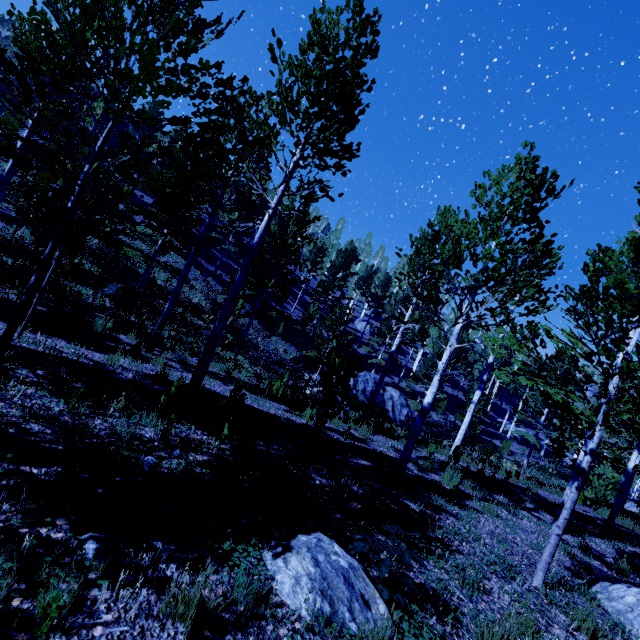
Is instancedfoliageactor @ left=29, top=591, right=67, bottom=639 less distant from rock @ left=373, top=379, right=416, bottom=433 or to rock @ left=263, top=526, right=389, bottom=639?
rock @ left=373, top=379, right=416, bottom=433

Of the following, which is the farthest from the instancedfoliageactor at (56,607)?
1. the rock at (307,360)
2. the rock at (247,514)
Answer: the rock at (247,514)

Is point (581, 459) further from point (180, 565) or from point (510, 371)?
point (180, 565)

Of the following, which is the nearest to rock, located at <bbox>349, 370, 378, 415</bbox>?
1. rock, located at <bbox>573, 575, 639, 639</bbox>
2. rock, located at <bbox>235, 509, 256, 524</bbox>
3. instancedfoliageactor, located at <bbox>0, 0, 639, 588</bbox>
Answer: instancedfoliageactor, located at <bbox>0, 0, 639, 588</bbox>

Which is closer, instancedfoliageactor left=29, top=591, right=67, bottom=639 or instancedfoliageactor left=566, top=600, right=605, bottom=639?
instancedfoliageactor left=29, top=591, right=67, bottom=639

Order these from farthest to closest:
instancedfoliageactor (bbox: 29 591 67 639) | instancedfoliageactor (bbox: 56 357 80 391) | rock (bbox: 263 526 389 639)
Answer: instancedfoliageactor (bbox: 56 357 80 391), rock (bbox: 263 526 389 639), instancedfoliageactor (bbox: 29 591 67 639)

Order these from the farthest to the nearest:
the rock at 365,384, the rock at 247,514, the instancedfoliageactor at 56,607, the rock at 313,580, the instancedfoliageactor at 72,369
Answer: the rock at 365,384, the instancedfoliageactor at 72,369, the rock at 247,514, the rock at 313,580, the instancedfoliageactor at 56,607
